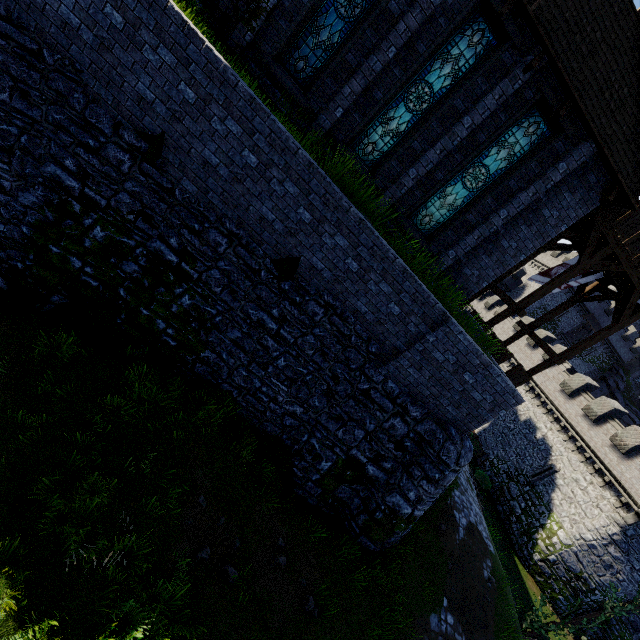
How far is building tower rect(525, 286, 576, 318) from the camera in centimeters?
4659cm

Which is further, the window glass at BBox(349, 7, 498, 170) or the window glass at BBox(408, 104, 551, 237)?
the window glass at BBox(408, 104, 551, 237)

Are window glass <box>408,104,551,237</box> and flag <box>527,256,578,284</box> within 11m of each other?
yes

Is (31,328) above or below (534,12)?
below

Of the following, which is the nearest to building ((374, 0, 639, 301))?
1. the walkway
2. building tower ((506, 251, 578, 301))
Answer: the walkway

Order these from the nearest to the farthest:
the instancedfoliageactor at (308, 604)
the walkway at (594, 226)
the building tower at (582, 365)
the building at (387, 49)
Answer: the instancedfoliageactor at (308, 604) < the building at (387, 49) < the walkway at (594, 226) < the building tower at (582, 365)

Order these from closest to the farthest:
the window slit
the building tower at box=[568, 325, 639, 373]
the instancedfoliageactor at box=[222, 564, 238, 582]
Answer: the instancedfoliageactor at box=[222, 564, 238, 582] → the window slit → the building tower at box=[568, 325, 639, 373]

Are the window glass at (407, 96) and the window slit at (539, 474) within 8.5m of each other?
no
